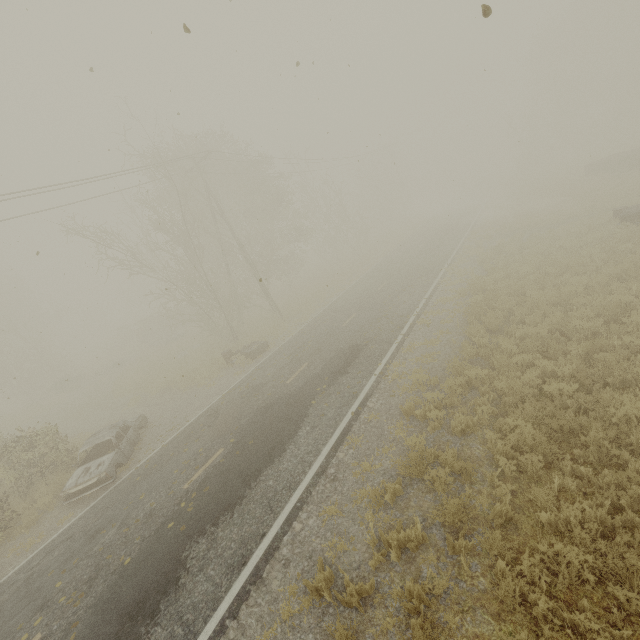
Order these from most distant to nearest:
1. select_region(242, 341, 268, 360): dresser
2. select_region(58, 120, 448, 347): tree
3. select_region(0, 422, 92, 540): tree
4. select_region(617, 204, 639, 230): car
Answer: select_region(58, 120, 448, 347): tree < select_region(242, 341, 268, 360): dresser < select_region(617, 204, 639, 230): car < select_region(0, 422, 92, 540): tree

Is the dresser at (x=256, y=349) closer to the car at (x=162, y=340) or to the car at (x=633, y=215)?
the car at (x=162, y=340)

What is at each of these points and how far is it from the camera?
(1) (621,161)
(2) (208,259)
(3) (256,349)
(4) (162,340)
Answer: (1) truck bed, 25.0 meters
(2) tree, 30.1 meters
(3) dresser, 17.9 meters
(4) car, 31.8 meters

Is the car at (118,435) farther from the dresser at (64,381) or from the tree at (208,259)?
the dresser at (64,381)

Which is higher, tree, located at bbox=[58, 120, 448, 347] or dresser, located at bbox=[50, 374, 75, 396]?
tree, located at bbox=[58, 120, 448, 347]

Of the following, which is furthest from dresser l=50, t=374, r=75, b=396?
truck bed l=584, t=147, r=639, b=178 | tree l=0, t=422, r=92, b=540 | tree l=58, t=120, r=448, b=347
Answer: truck bed l=584, t=147, r=639, b=178

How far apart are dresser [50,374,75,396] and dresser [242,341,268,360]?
22.45m

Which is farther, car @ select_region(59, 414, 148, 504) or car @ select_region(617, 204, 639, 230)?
car @ select_region(617, 204, 639, 230)
